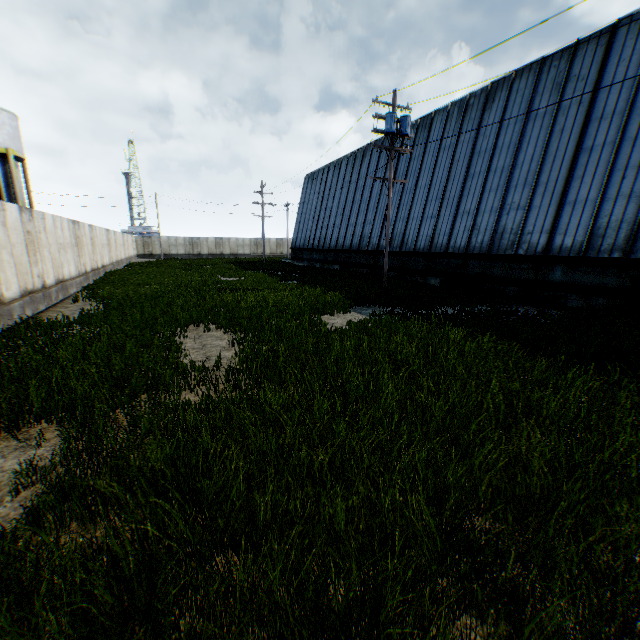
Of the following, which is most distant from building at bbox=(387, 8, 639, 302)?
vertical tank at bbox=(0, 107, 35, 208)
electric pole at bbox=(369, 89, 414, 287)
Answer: vertical tank at bbox=(0, 107, 35, 208)

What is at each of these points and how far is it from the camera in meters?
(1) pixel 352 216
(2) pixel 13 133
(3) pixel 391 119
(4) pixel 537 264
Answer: (1) building, 30.1 m
(2) vertical tank, 25.6 m
(3) electric pole, 14.8 m
(4) building, 14.7 m

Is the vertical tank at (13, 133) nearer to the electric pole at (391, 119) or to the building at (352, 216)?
the building at (352, 216)

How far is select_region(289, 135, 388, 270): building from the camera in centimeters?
2658cm

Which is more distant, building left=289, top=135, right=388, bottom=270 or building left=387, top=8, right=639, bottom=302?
building left=289, top=135, right=388, bottom=270

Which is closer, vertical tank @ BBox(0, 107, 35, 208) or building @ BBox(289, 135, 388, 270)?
vertical tank @ BBox(0, 107, 35, 208)

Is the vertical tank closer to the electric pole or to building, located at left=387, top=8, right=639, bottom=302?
building, located at left=387, top=8, right=639, bottom=302
